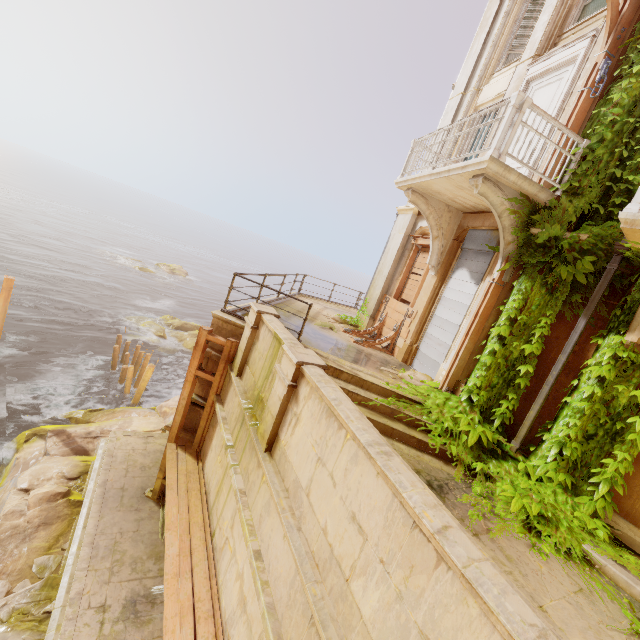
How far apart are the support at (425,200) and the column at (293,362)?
5.5m

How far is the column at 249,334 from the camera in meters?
6.6

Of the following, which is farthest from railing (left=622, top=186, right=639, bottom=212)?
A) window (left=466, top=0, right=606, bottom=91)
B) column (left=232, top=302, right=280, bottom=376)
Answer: column (left=232, top=302, right=280, bottom=376)

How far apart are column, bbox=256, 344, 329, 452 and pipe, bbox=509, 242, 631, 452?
4.1m

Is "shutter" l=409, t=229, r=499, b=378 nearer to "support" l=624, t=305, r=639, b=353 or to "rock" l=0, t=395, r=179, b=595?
"support" l=624, t=305, r=639, b=353

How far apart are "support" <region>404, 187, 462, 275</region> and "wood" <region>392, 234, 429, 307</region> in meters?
0.1 m

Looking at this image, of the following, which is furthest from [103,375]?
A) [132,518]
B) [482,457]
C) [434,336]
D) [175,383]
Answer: [482,457]

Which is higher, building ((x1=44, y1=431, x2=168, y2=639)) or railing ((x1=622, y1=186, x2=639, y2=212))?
railing ((x1=622, y1=186, x2=639, y2=212))
